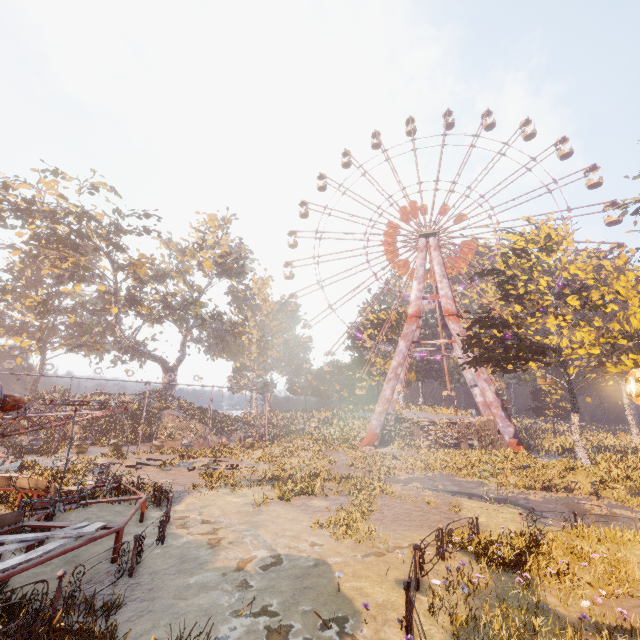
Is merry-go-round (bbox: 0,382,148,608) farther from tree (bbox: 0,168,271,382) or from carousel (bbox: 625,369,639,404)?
tree (bbox: 0,168,271,382)

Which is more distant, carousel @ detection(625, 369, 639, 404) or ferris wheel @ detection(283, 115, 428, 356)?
ferris wheel @ detection(283, 115, 428, 356)

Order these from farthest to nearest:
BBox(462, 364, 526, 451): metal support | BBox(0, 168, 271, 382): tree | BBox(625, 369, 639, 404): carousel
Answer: BBox(462, 364, 526, 451): metal support
BBox(0, 168, 271, 382): tree
BBox(625, 369, 639, 404): carousel

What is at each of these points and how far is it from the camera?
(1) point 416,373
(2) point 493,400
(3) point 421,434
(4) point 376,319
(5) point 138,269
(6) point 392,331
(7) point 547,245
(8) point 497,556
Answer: (1) instancedfoliageactor, 51.4m
(2) metal support, 33.4m
(3) building, 37.0m
(4) instancedfoliageactor, 57.3m
(5) tree, 38.6m
(6) instancedfoliageactor, 54.1m
(7) tree, 24.3m
(8) instancedfoliageactor, 8.9m

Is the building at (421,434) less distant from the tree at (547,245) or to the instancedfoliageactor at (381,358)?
the instancedfoliageactor at (381,358)

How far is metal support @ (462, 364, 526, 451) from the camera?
31.84m

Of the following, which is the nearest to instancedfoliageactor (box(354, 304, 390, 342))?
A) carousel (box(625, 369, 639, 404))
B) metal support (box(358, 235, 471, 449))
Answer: → metal support (box(358, 235, 471, 449))

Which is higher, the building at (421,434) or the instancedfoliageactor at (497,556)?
the building at (421,434)
